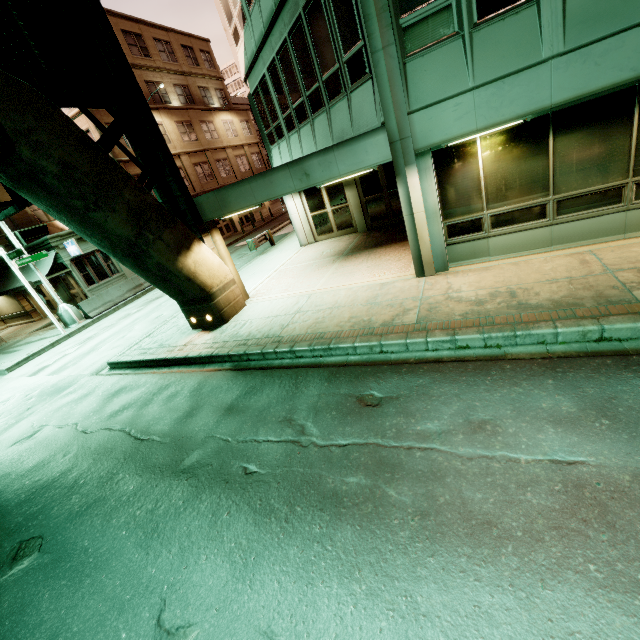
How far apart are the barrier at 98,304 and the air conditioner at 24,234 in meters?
7.8

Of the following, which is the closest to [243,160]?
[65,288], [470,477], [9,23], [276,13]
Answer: [65,288]

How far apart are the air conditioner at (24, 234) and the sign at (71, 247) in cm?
452

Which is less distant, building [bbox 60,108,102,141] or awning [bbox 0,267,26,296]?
awning [bbox 0,267,26,296]

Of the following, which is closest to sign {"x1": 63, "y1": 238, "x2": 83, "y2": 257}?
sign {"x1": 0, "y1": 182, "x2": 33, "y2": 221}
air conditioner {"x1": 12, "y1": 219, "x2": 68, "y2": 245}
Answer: air conditioner {"x1": 12, "y1": 219, "x2": 68, "y2": 245}

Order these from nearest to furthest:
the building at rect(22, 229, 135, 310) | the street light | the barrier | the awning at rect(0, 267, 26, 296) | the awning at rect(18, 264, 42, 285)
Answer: the street light, the barrier, the awning at rect(18, 264, 42, 285), the building at rect(22, 229, 135, 310), the awning at rect(0, 267, 26, 296)

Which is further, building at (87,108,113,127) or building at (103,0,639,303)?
building at (87,108,113,127)

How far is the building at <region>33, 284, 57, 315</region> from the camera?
22.3m
